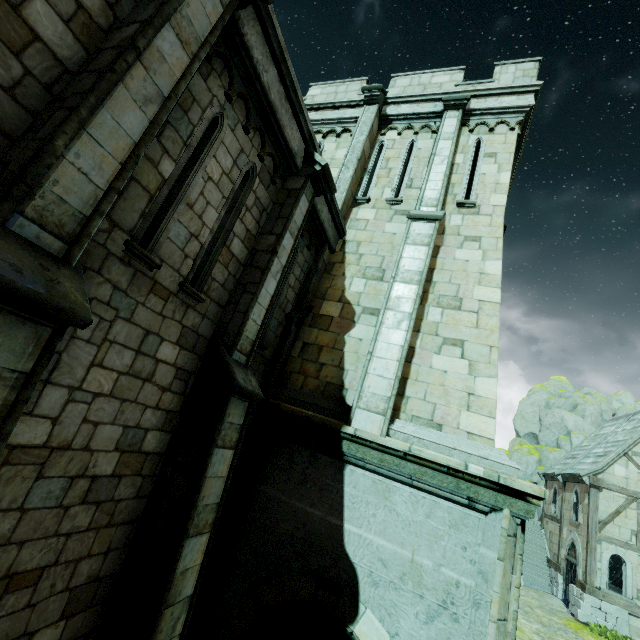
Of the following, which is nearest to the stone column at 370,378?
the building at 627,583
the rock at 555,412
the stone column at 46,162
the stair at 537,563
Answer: the stone column at 46,162

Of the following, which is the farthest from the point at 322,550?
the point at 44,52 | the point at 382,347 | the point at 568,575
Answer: the point at 568,575

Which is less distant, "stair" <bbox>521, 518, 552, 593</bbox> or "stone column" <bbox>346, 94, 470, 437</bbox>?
"stone column" <bbox>346, 94, 470, 437</bbox>

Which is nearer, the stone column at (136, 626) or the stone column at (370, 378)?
the stone column at (136, 626)

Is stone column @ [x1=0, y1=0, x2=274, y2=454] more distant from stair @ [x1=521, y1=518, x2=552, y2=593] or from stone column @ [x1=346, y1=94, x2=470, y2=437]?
stair @ [x1=521, y1=518, x2=552, y2=593]

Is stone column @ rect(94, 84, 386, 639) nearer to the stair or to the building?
the building

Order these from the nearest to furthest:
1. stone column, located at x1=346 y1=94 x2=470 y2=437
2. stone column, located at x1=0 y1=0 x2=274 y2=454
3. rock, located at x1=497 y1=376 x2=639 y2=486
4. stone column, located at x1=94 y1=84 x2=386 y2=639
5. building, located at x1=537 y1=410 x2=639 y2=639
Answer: stone column, located at x1=0 y1=0 x2=274 y2=454 → stone column, located at x1=94 y1=84 x2=386 y2=639 → stone column, located at x1=346 y1=94 x2=470 y2=437 → building, located at x1=537 y1=410 x2=639 y2=639 → rock, located at x1=497 y1=376 x2=639 y2=486

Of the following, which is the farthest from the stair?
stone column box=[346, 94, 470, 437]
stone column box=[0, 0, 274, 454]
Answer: stone column box=[0, 0, 274, 454]
